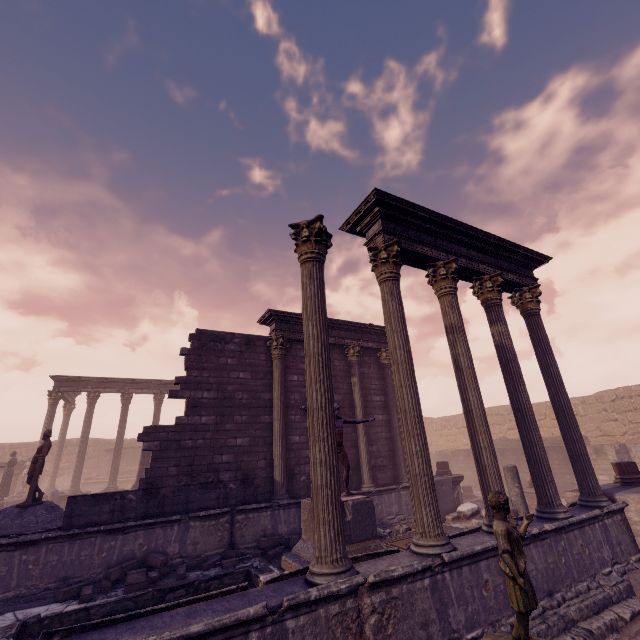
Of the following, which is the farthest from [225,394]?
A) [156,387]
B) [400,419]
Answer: [156,387]

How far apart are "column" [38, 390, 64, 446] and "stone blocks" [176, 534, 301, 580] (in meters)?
14.69

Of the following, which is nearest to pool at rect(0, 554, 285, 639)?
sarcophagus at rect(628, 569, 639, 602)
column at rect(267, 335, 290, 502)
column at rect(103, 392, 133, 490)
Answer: column at rect(267, 335, 290, 502)

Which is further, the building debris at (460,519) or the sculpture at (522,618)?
the building debris at (460,519)

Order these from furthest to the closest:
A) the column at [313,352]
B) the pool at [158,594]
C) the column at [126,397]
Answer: the column at [126,397] < the pool at [158,594] < the column at [313,352]

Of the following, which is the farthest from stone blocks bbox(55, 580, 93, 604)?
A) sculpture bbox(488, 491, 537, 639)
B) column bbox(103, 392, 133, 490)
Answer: column bbox(103, 392, 133, 490)

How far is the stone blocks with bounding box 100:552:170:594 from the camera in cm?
689

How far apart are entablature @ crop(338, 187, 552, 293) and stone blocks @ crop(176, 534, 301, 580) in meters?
8.1
